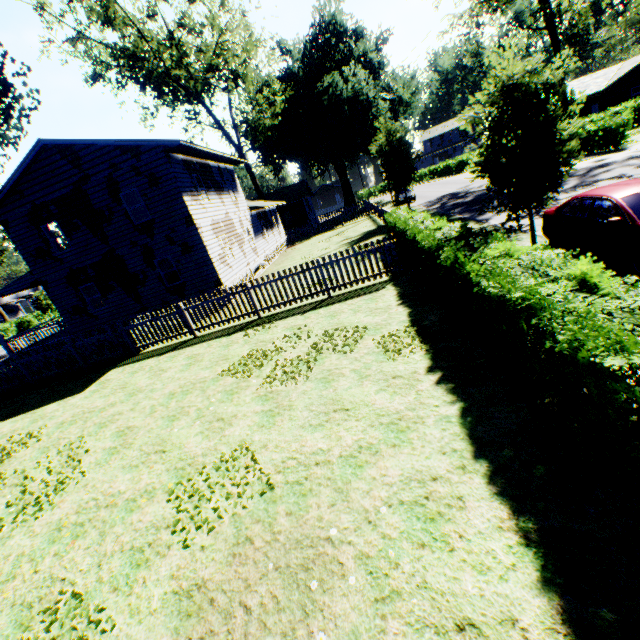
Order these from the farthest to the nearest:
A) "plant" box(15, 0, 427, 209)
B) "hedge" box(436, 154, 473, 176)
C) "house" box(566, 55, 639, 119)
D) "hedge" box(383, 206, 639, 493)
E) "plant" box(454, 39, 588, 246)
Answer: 1. "hedge" box(436, 154, 473, 176)
2. "house" box(566, 55, 639, 119)
3. "plant" box(15, 0, 427, 209)
4. "plant" box(454, 39, 588, 246)
5. "hedge" box(383, 206, 639, 493)

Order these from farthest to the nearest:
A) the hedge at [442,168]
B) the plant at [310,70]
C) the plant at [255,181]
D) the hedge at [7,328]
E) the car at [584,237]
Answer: the hedge at [442,168] → the hedge at [7,328] → the plant at [255,181] → the plant at [310,70] → the car at [584,237]

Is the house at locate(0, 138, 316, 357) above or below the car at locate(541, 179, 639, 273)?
above

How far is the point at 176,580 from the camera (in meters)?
4.03

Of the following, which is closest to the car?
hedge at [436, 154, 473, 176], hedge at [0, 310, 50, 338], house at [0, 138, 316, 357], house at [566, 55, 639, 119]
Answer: house at [0, 138, 316, 357]

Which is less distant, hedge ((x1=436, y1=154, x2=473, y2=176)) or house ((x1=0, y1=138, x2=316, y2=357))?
house ((x1=0, y1=138, x2=316, y2=357))

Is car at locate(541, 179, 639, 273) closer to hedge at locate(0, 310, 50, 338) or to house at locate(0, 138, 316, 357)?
house at locate(0, 138, 316, 357)

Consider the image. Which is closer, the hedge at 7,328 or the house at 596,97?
the house at 596,97
